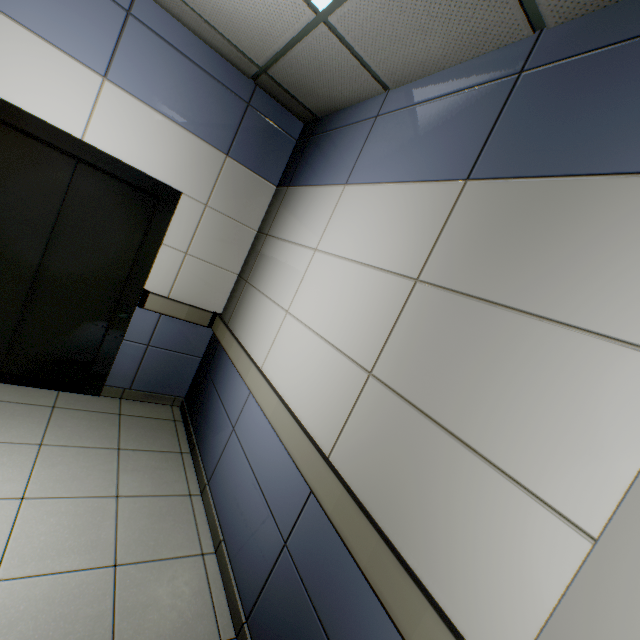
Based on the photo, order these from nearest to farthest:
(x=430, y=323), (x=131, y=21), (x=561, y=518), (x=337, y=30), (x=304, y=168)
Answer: (x=561, y=518) → (x=430, y=323) → (x=337, y=30) → (x=131, y=21) → (x=304, y=168)
